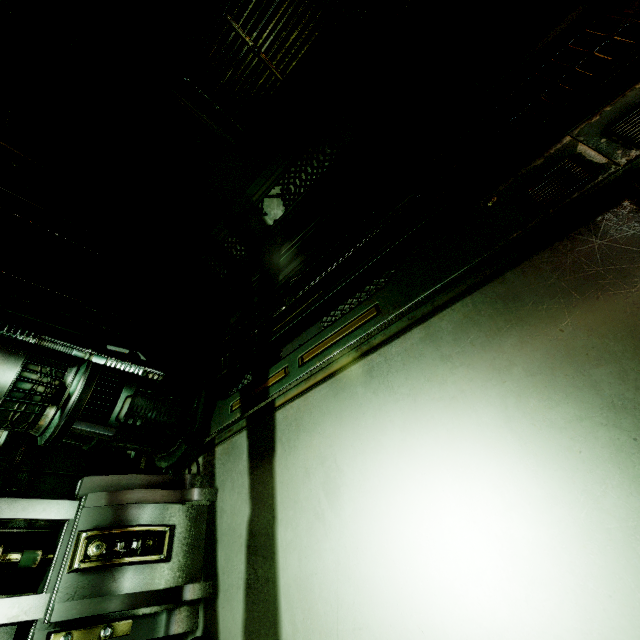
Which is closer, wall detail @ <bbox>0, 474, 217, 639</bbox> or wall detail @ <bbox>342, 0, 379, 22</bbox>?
wall detail @ <bbox>0, 474, 217, 639</bbox>

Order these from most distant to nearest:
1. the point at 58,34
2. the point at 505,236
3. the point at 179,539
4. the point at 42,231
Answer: the point at 42,231
the point at 58,34
the point at 179,539
the point at 505,236

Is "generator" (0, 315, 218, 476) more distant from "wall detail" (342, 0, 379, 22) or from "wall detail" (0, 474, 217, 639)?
"wall detail" (342, 0, 379, 22)

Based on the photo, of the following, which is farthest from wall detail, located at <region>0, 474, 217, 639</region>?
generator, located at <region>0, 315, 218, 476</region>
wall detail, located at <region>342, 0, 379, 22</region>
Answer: wall detail, located at <region>342, 0, 379, 22</region>

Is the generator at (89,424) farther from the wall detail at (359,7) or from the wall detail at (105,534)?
the wall detail at (359,7)
